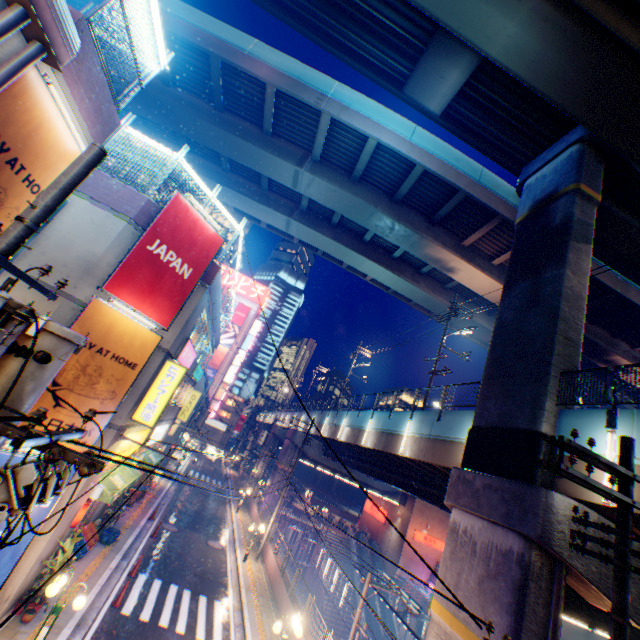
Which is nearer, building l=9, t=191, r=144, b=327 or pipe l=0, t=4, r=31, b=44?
pipe l=0, t=4, r=31, b=44

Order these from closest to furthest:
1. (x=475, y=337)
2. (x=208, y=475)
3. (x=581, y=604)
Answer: (x=581, y=604), (x=475, y=337), (x=208, y=475)

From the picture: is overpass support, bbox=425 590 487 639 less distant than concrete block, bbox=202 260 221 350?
Yes

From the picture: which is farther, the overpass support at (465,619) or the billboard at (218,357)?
the billboard at (218,357)

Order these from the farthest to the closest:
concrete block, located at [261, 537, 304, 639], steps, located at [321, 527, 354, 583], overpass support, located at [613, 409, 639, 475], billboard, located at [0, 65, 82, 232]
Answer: steps, located at [321, 527, 354, 583]
concrete block, located at [261, 537, 304, 639]
overpass support, located at [613, 409, 639, 475]
billboard, located at [0, 65, 82, 232]

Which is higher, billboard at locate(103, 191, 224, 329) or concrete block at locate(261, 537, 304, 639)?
billboard at locate(103, 191, 224, 329)

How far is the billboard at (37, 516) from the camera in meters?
9.3 m
